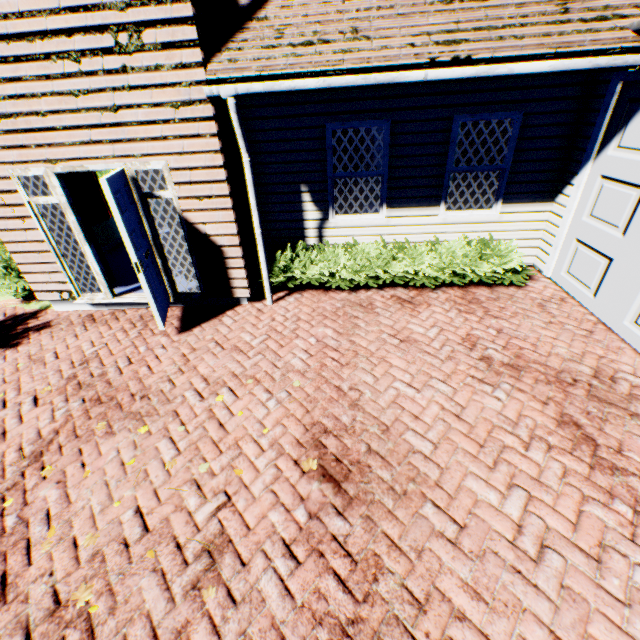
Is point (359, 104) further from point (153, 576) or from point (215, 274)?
point (153, 576)

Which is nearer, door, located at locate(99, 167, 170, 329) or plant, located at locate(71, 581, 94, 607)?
plant, located at locate(71, 581, 94, 607)

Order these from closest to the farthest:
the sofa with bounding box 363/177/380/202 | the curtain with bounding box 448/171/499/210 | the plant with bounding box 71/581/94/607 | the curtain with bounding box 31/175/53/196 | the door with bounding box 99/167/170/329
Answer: the plant with bounding box 71/581/94/607 → the door with bounding box 99/167/170/329 → the curtain with bounding box 31/175/53/196 → the curtain with bounding box 448/171/499/210 → the sofa with bounding box 363/177/380/202

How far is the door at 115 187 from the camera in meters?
4.1 m

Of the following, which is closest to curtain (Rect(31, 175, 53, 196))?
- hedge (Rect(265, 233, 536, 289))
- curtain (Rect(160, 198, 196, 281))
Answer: curtain (Rect(160, 198, 196, 281))

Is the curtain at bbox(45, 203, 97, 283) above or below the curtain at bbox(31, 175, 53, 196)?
below

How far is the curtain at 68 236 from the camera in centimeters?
548cm

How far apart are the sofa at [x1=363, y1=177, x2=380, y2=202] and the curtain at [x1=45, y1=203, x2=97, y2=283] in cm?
632
